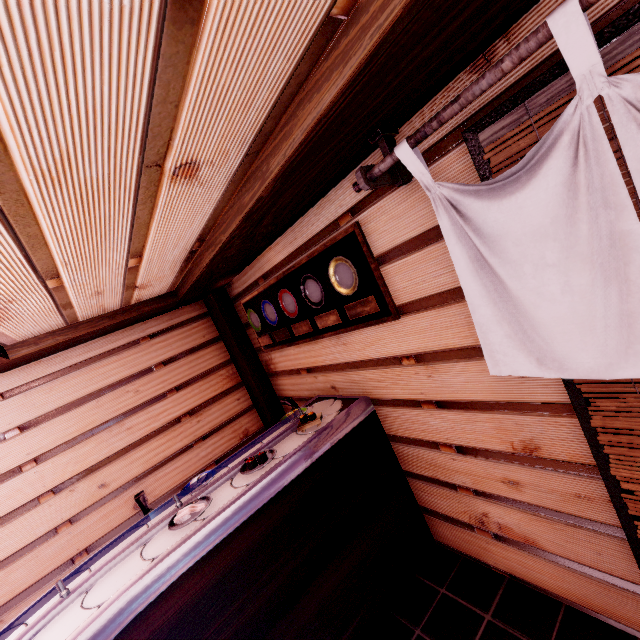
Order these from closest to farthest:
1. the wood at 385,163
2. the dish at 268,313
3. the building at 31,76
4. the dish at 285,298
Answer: the building at 31,76, the wood at 385,163, the dish at 285,298, the dish at 268,313

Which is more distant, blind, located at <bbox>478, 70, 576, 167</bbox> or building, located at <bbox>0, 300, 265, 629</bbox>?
building, located at <bbox>0, 300, 265, 629</bbox>

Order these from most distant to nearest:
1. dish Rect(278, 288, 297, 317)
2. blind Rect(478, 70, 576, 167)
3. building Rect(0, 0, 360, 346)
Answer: dish Rect(278, 288, 297, 317) → blind Rect(478, 70, 576, 167) → building Rect(0, 0, 360, 346)

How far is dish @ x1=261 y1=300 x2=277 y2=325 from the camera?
5.56m

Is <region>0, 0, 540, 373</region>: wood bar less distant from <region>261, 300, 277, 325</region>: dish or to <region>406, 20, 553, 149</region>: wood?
<region>406, 20, 553, 149</region>: wood

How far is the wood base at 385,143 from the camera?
2.7 meters

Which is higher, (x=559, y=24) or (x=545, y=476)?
(x=559, y=24)

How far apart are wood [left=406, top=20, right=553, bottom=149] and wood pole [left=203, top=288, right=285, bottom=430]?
5.46m
